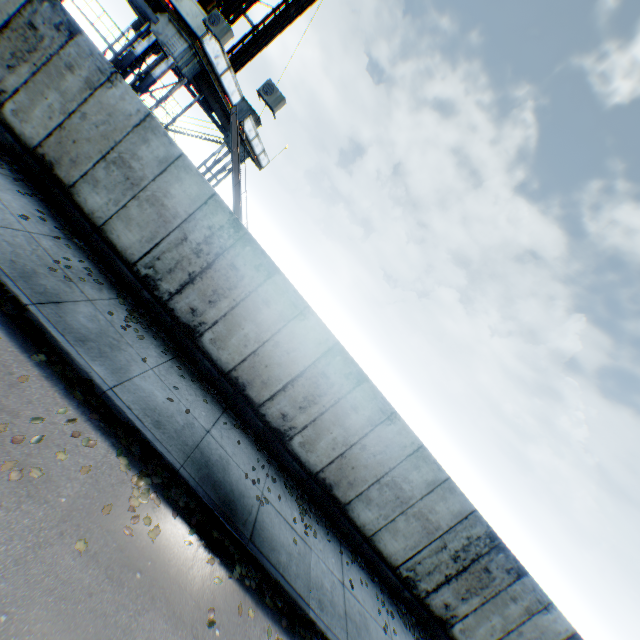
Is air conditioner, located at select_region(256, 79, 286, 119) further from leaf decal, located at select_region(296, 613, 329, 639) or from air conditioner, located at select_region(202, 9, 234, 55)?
leaf decal, located at select_region(296, 613, 329, 639)

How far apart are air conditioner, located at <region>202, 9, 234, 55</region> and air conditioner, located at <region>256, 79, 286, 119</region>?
1.8m

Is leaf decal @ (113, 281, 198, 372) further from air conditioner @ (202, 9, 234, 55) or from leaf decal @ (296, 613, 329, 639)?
air conditioner @ (202, 9, 234, 55)

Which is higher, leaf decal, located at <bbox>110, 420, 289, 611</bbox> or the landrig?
the landrig

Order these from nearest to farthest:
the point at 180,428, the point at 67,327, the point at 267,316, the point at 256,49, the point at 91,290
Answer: the point at 67,327, the point at 180,428, the point at 91,290, the point at 267,316, the point at 256,49

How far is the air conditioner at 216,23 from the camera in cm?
1052

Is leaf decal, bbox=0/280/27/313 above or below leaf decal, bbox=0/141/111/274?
below

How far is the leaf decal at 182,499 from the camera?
5.11m
